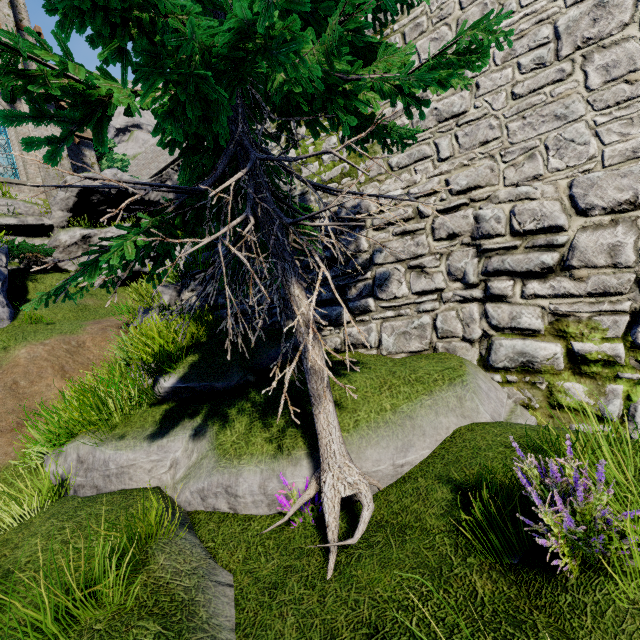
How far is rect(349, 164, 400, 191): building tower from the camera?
6.0 meters

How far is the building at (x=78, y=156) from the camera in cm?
1784

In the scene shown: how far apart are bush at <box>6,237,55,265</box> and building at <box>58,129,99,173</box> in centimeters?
1020cm

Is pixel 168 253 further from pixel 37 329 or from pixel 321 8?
pixel 37 329

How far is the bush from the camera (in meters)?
11.46

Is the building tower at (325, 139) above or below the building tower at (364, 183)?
above

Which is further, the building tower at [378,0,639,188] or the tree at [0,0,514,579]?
the building tower at [378,0,639,188]

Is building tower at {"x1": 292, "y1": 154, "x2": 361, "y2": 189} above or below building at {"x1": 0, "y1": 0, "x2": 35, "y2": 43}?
below
